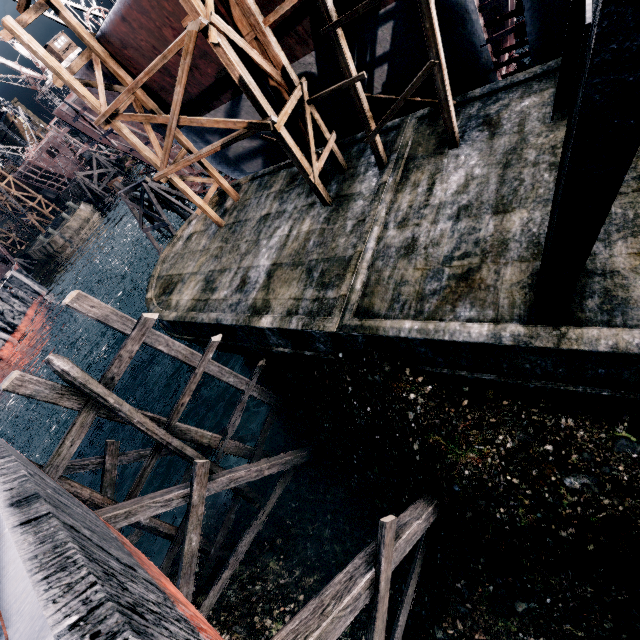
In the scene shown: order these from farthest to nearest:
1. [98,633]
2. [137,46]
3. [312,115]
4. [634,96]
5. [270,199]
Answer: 1. [270,199]
2. [137,46]
3. [312,115]
4. [634,96]
5. [98,633]

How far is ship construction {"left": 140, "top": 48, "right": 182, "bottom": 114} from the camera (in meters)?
14.46

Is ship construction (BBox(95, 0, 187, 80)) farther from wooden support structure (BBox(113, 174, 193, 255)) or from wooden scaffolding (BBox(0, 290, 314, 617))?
wooden scaffolding (BBox(0, 290, 314, 617))

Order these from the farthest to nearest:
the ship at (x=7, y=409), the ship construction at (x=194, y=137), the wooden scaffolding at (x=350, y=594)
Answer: the ship at (x=7, y=409), the ship construction at (x=194, y=137), the wooden scaffolding at (x=350, y=594)

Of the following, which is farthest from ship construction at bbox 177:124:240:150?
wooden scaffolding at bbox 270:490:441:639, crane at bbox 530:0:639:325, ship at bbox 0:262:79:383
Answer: ship at bbox 0:262:79:383

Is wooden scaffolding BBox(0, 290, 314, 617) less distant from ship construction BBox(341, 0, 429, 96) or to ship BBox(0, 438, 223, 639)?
ship BBox(0, 438, 223, 639)

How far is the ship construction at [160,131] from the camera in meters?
20.1 m

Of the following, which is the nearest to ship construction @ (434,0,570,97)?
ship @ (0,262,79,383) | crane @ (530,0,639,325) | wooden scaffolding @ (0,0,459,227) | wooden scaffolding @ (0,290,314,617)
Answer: wooden scaffolding @ (0,0,459,227)
